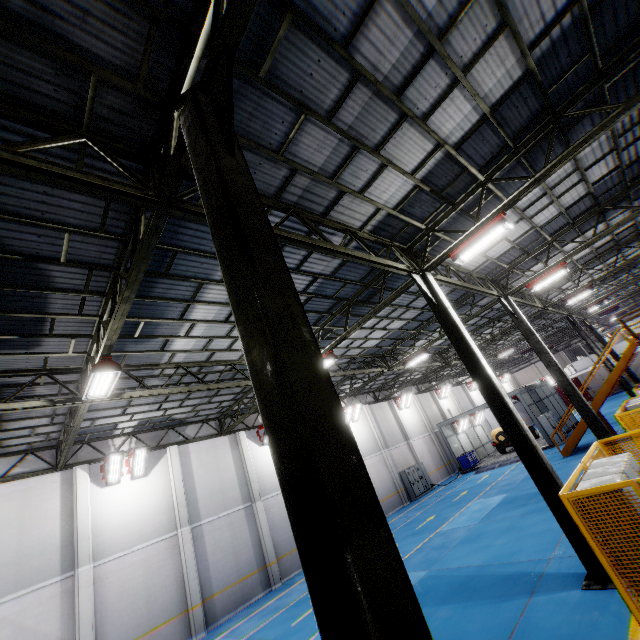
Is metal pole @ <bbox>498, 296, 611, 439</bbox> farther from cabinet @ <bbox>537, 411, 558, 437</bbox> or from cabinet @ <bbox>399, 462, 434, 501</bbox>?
cabinet @ <bbox>399, 462, 434, 501</bbox>

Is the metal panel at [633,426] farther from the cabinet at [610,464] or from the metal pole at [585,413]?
the metal pole at [585,413]

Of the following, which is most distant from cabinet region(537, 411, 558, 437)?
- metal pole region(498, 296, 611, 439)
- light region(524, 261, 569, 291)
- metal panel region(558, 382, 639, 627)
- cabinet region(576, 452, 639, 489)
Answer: cabinet region(576, 452, 639, 489)

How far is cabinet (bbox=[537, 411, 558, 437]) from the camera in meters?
23.7 m

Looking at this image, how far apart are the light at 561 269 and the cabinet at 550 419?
14.39m

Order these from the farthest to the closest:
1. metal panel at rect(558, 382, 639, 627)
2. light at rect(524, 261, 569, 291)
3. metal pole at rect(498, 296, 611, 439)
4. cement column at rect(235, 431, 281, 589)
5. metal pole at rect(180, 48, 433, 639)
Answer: cement column at rect(235, 431, 281, 589) → light at rect(524, 261, 569, 291) → metal pole at rect(498, 296, 611, 439) → metal panel at rect(558, 382, 639, 627) → metal pole at rect(180, 48, 433, 639)

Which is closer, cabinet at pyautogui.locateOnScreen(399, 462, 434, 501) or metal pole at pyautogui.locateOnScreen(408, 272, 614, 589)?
metal pole at pyautogui.locateOnScreen(408, 272, 614, 589)

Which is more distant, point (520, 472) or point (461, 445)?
point (461, 445)
